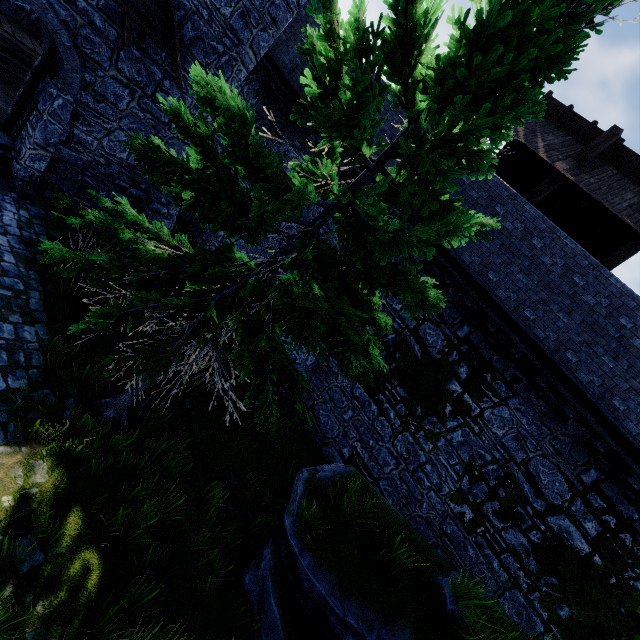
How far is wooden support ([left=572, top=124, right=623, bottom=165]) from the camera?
9.6m

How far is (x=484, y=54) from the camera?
3.3 meters

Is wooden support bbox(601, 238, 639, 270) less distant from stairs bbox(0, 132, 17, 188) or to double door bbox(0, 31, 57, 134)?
double door bbox(0, 31, 57, 134)

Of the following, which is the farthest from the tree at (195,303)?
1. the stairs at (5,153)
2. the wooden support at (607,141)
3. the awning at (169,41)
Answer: the wooden support at (607,141)

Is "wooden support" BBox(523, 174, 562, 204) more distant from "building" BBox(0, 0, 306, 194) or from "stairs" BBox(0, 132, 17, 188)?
"stairs" BBox(0, 132, 17, 188)

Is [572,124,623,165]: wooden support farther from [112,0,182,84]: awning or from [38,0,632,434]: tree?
[112,0,182,84]: awning

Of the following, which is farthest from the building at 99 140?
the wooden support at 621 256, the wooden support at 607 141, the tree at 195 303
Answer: the wooden support at 621 256
